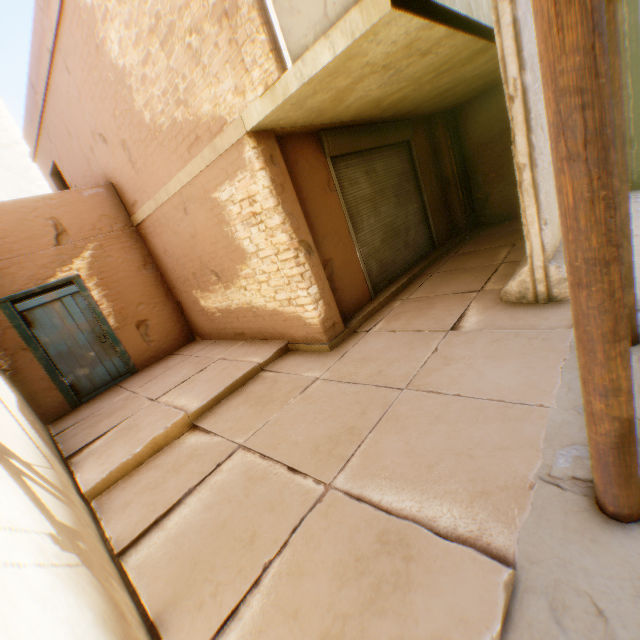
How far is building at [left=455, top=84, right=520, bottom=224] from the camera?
8.3m

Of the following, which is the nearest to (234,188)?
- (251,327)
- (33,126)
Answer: (251,327)

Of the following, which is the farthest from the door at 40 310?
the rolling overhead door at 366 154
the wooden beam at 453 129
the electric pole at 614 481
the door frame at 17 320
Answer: the wooden beam at 453 129

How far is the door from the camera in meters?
6.4

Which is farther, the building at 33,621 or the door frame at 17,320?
the door frame at 17,320

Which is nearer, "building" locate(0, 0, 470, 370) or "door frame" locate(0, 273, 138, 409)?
"building" locate(0, 0, 470, 370)

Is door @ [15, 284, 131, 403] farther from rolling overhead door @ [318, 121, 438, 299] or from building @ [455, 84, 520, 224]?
rolling overhead door @ [318, 121, 438, 299]

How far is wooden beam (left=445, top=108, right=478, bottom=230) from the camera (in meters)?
8.71
